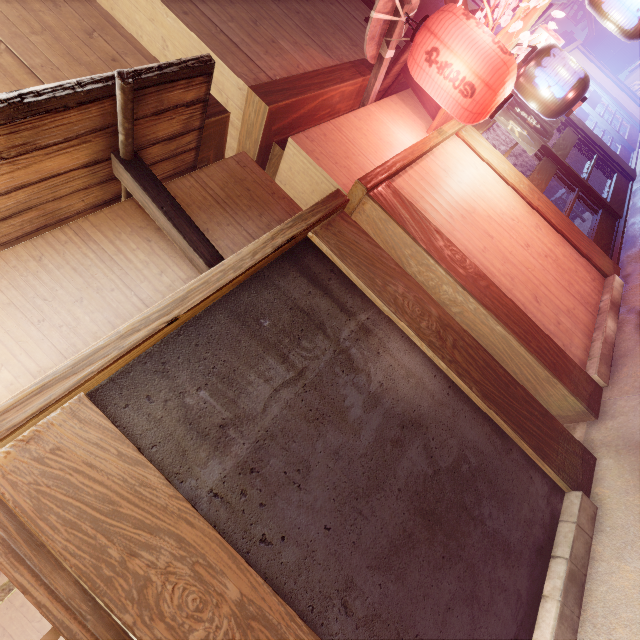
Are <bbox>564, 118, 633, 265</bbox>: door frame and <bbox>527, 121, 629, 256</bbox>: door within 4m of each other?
yes

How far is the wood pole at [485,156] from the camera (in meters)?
7.53

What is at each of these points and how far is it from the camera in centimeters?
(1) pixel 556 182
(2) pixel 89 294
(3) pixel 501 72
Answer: (1) building, 1304cm
(2) house, 348cm
(3) lantern, 551cm

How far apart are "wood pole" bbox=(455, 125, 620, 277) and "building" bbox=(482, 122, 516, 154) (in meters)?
6.58

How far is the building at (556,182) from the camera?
12.9 meters

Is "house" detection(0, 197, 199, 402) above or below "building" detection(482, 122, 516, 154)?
above

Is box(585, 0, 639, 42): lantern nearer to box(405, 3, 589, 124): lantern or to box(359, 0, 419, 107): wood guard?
box(405, 3, 589, 124): lantern
